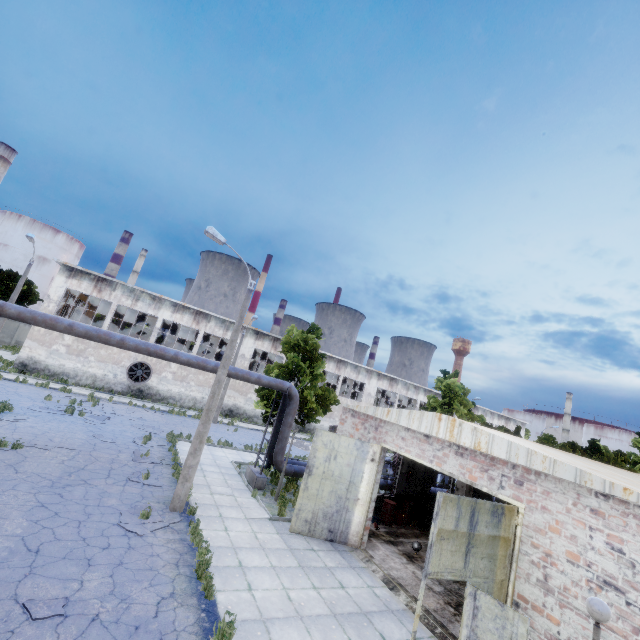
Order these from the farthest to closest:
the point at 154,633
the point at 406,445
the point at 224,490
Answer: the point at 224,490 < the point at 406,445 < the point at 154,633

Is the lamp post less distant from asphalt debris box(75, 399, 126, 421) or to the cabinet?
the cabinet

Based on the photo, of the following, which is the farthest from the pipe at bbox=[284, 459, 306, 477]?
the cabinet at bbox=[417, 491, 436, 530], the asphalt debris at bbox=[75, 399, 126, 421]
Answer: the asphalt debris at bbox=[75, 399, 126, 421]

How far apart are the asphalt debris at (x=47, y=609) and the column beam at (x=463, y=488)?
14.7m

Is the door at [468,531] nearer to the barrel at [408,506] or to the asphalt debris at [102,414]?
the barrel at [408,506]

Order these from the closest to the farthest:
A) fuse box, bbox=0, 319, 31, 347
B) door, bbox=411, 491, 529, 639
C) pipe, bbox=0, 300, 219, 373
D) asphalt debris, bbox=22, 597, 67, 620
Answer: asphalt debris, bbox=22, 597, 67, 620 → door, bbox=411, 491, 529, 639 → pipe, bbox=0, 300, 219, 373 → fuse box, bbox=0, 319, 31, 347

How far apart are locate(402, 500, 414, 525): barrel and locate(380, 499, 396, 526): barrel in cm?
92

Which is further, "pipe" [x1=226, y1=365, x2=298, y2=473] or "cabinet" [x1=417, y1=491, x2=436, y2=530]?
"cabinet" [x1=417, y1=491, x2=436, y2=530]
